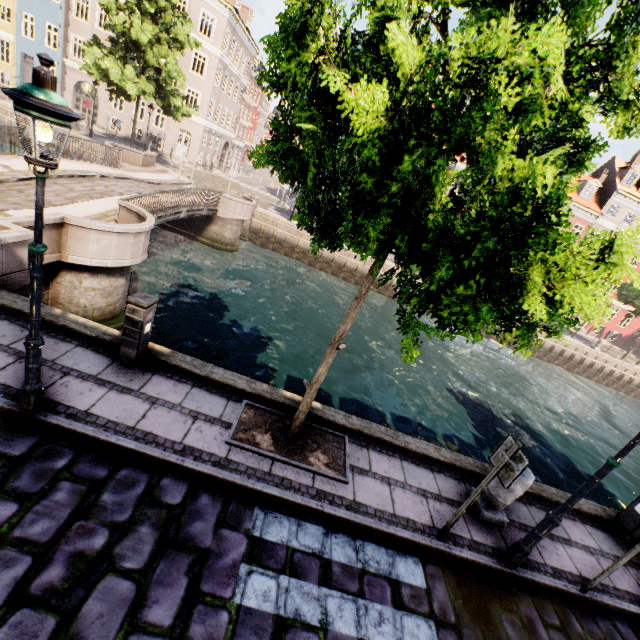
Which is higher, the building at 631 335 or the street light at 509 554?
the building at 631 335

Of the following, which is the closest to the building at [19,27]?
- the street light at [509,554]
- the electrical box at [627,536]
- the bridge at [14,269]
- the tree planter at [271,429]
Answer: the bridge at [14,269]

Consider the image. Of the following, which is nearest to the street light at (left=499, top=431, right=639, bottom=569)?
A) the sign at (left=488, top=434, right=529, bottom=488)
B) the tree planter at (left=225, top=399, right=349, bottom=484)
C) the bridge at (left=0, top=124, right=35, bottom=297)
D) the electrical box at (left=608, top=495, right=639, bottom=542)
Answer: the sign at (left=488, top=434, right=529, bottom=488)

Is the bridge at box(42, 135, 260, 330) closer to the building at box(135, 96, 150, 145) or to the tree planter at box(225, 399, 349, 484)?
the tree planter at box(225, 399, 349, 484)

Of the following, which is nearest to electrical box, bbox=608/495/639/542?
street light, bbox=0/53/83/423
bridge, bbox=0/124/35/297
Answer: street light, bbox=0/53/83/423

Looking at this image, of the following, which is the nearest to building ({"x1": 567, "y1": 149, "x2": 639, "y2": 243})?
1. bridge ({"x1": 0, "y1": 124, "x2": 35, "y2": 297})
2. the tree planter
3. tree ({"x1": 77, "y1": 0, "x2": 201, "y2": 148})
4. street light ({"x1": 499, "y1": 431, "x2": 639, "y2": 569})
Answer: tree ({"x1": 77, "y1": 0, "x2": 201, "y2": 148})

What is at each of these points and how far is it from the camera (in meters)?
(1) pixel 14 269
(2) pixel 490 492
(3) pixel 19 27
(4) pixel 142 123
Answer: (1) bridge, 6.06
(2) pillar, 5.36
(3) building, 28.03
(4) building, 30.86

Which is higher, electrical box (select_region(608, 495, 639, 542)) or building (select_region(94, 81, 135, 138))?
building (select_region(94, 81, 135, 138))
